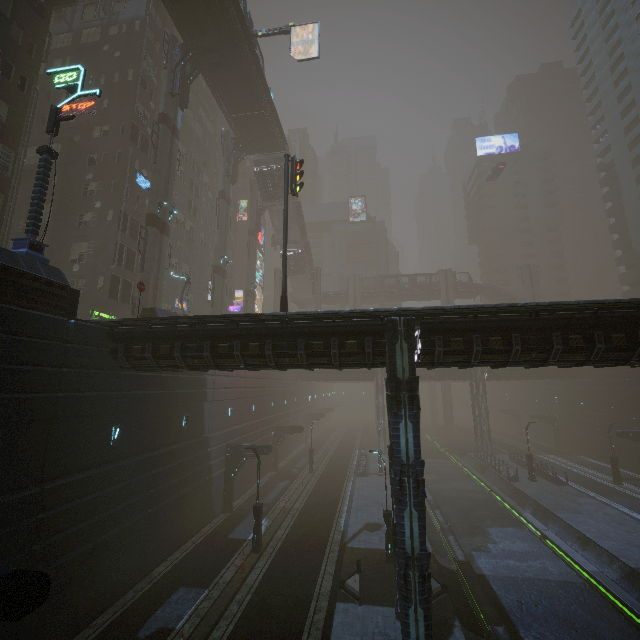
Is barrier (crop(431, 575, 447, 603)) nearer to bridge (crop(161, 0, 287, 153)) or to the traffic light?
the traffic light

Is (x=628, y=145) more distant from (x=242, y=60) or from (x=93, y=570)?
(x=93, y=570)

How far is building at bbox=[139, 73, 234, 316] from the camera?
38.2m

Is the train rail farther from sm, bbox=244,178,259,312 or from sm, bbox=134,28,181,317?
sm, bbox=244,178,259,312

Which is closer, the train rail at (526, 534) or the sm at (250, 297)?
the train rail at (526, 534)

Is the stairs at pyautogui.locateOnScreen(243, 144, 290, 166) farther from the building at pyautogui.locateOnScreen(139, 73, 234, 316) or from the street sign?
the street sign

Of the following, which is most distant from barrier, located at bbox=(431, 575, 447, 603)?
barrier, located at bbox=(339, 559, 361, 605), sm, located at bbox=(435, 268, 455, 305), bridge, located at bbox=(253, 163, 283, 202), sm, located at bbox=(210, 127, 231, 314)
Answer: sm, located at bbox=(435, 268, 455, 305)

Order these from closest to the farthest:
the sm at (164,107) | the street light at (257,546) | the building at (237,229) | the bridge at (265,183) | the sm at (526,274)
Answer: the street light at (257,546) → the sm at (164,107) → the bridge at (265,183) → the building at (237,229) → the sm at (526,274)
